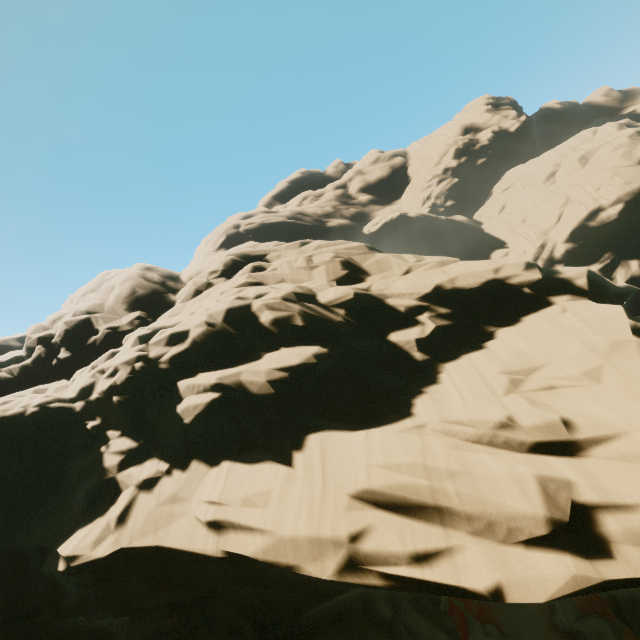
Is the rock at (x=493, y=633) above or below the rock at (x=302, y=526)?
below

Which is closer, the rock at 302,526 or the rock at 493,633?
the rock at 302,526

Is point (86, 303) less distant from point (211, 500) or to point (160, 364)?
point (160, 364)

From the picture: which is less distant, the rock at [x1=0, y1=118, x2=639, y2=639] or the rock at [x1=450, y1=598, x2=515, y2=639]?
the rock at [x1=0, y1=118, x2=639, y2=639]

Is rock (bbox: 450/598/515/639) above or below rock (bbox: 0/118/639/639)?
below
